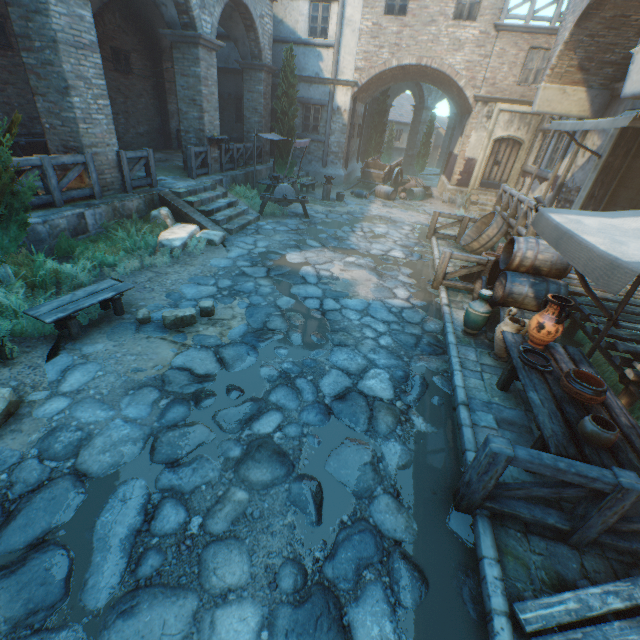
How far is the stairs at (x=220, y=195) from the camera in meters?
9.4

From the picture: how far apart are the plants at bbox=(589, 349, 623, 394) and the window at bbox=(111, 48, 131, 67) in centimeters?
1867cm

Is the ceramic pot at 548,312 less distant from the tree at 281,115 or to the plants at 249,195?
the tree at 281,115

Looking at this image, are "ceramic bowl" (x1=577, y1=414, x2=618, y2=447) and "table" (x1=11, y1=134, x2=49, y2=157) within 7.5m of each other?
no

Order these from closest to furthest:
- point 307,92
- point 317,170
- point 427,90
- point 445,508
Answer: point 445,508 < point 307,92 < point 317,170 < point 427,90

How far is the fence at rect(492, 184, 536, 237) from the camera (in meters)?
8.47

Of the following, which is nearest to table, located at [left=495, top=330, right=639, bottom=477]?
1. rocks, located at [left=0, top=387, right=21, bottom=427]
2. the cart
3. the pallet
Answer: the pallet

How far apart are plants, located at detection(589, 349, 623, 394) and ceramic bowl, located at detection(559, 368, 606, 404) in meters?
1.8
